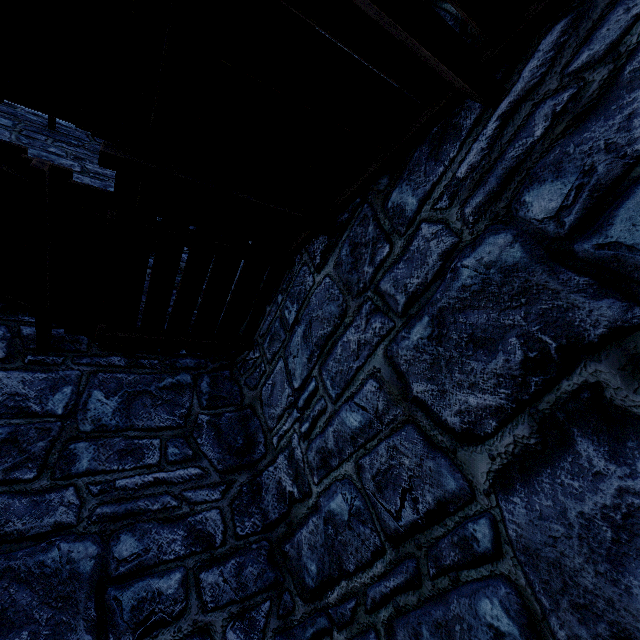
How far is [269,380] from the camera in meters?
3.7
